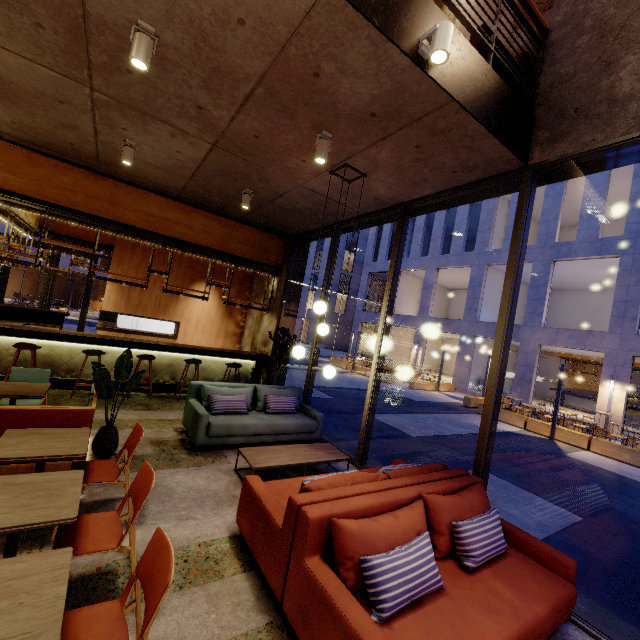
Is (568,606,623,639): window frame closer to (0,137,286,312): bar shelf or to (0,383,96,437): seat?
(0,137,286,312): bar shelf

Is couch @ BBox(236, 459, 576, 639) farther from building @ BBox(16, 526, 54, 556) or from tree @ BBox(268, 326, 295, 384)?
tree @ BBox(268, 326, 295, 384)

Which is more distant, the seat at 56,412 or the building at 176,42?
the seat at 56,412

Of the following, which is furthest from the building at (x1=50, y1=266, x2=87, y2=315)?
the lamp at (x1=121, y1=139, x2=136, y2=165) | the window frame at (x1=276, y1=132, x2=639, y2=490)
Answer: the lamp at (x1=121, y1=139, x2=136, y2=165)

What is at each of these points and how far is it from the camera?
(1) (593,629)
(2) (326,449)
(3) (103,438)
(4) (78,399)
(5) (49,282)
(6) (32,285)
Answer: (1) window frame, 2.8m
(2) coffee table, 5.1m
(3) pot, 4.2m
(4) building, 6.3m
(5) door, 13.1m
(6) building, 30.8m

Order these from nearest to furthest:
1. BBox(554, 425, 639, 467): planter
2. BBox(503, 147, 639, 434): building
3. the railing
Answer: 1. the railing
2. BBox(554, 425, 639, 467): planter
3. BBox(503, 147, 639, 434): building

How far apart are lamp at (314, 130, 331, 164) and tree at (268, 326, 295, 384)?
4.0 meters

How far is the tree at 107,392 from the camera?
4.2m
